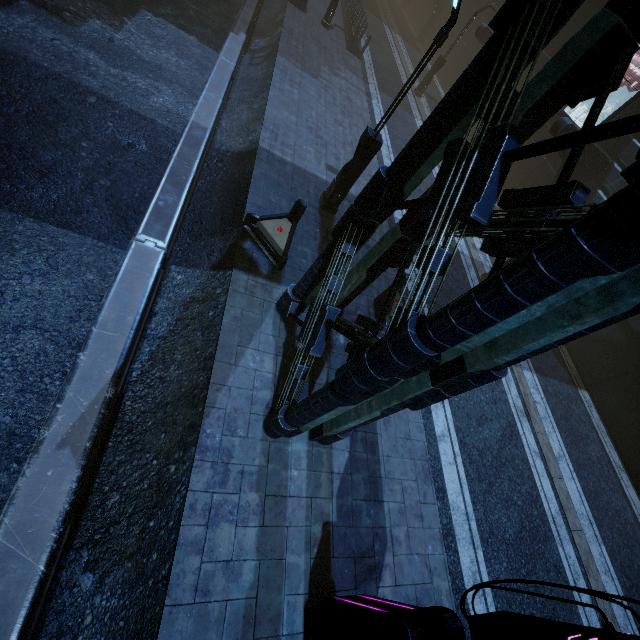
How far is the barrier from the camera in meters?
7.4

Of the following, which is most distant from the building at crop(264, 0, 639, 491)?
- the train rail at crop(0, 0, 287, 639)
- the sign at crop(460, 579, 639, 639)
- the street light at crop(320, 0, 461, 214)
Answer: the street light at crop(320, 0, 461, 214)

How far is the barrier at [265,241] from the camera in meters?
7.4 m

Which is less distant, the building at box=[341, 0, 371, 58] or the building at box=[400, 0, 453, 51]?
the building at box=[341, 0, 371, 58]

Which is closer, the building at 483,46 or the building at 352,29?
the building at 483,46

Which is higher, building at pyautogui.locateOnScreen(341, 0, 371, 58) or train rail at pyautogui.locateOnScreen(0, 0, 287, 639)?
building at pyautogui.locateOnScreen(341, 0, 371, 58)

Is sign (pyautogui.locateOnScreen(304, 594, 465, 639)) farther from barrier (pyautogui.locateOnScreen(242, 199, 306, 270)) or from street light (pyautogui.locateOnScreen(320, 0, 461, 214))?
street light (pyautogui.locateOnScreen(320, 0, 461, 214))

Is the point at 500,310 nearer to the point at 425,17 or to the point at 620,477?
the point at 620,477
